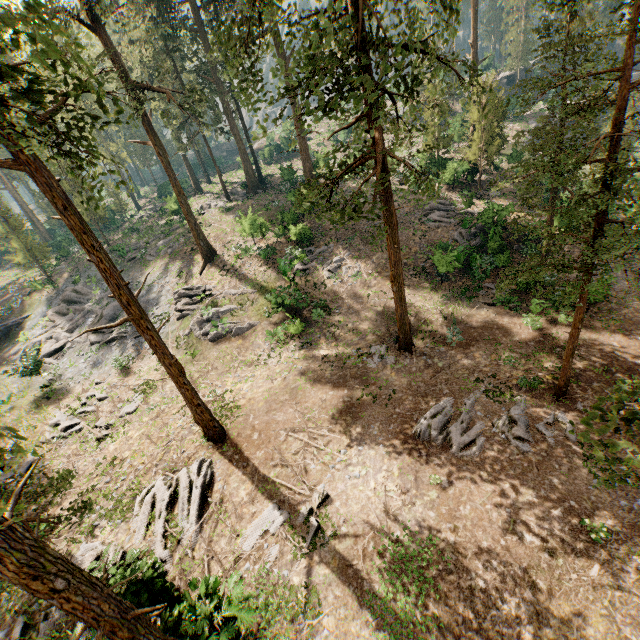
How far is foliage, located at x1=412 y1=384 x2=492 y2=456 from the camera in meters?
13.3 m

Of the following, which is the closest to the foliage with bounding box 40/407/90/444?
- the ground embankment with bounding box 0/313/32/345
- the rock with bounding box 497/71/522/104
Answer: the ground embankment with bounding box 0/313/32/345

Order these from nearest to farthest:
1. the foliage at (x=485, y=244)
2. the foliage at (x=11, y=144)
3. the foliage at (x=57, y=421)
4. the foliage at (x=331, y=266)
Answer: the foliage at (x=11, y=144)
the foliage at (x=57, y=421)
the foliage at (x=485, y=244)
the foliage at (x=331, y=266)

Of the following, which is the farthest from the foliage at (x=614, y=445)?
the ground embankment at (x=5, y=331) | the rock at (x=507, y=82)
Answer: the rock at (x=507, y=82)

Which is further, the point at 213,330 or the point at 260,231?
the point at 260,231

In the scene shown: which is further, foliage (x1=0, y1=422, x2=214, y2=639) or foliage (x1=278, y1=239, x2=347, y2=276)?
foliage (x1=278, y1=239, x2=347, y2=276)
